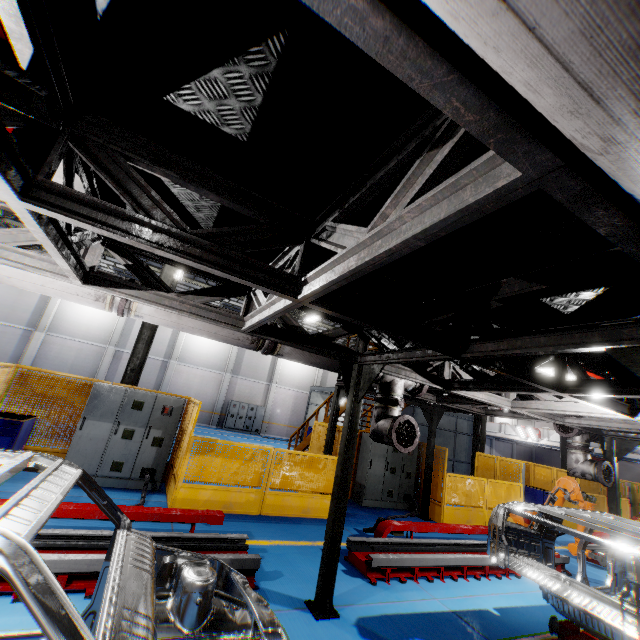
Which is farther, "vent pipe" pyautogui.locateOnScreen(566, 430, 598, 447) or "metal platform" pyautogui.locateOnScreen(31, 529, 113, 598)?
"vent pipe" pyautogui.locateOnScreen(566, 430, 598, 447)

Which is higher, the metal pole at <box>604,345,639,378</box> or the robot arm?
the metal pole at <box>604,345,639,378</box>

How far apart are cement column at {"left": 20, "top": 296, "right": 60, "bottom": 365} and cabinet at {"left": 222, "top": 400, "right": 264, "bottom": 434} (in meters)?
12.41

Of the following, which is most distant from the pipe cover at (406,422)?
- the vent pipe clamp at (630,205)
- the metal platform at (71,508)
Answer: the vent pipe clamp at (630,205)

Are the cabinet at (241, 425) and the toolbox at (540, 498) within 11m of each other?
no

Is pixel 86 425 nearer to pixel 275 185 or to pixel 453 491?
pixel 275 185

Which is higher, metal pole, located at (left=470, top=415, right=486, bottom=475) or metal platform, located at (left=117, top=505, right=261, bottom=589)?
metal pole, located at (left=470, top=415, right=486, bottom=475)

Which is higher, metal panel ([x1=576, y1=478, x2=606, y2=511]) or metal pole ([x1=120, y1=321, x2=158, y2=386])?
metal pole ([x1=120, y1=321, x2=158, y2=386])
